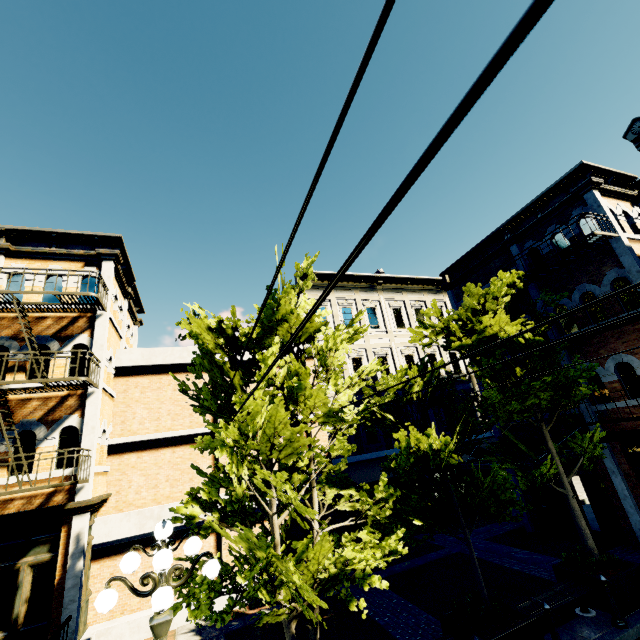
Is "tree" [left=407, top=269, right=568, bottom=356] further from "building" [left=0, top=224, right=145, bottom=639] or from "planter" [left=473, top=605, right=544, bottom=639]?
"planter" [left=473, top=605, right=544, bottom=639]

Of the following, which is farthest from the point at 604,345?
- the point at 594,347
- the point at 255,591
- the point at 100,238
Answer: the point at 100,238

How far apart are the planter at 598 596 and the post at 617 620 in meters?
0.2 m

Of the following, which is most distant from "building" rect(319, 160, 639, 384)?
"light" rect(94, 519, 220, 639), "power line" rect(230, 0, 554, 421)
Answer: "light" rect(94, 519, 220, 639)

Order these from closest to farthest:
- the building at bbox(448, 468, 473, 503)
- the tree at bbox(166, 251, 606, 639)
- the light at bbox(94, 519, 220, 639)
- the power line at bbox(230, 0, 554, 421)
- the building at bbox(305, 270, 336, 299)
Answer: the power line at bbox(230, 0, 554, 421) < the light at bbox(94, 519, 220, 639) < the tree at bbox(166, 251, 606, 639) < the building at bbox(448, 468, 473, 503) < the building at bbox(305, 270, 336, 299)

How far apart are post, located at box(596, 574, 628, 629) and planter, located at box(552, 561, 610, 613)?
0.20m

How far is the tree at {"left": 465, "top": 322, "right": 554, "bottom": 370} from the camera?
7.4 meters

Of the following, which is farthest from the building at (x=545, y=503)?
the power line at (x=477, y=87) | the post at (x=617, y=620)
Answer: the power line at (x=477, y=87)
